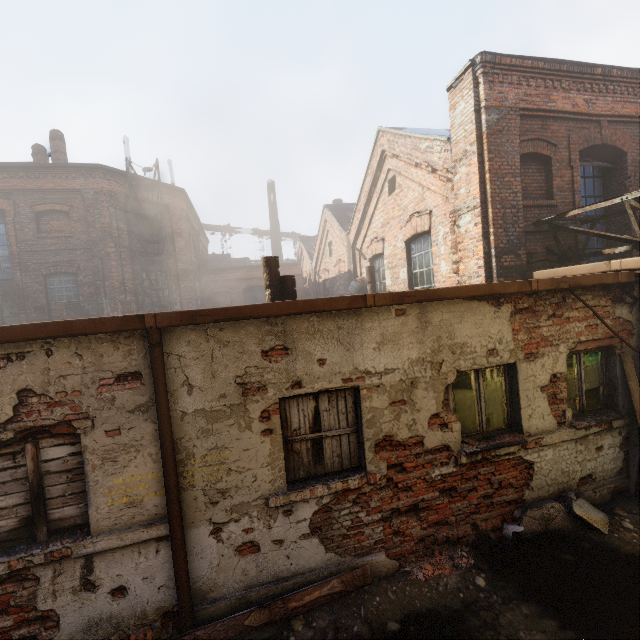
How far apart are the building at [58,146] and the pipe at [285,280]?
15.83m

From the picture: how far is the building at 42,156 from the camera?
14.6 meters

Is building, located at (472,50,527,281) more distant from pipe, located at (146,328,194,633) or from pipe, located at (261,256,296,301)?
pipe, located at (146,328,194,633)

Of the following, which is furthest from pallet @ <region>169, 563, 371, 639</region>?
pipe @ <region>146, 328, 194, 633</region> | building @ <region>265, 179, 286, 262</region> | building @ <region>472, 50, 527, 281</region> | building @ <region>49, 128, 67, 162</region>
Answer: building @ <region>265, 179, 286, 262</region>

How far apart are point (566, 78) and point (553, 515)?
8.8 meters

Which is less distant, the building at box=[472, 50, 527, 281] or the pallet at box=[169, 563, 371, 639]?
the pallet at box=[169, 563, 371, 639]

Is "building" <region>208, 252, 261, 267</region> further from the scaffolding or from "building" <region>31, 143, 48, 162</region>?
the scaffolding

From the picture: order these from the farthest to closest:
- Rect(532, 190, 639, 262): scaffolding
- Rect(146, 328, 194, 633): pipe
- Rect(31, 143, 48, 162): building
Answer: Rect(31, 143, 48, 162): building
Rect(532, 190, 639, 262): scaffolding
Rect(146, 328, 194, 633): pipe
